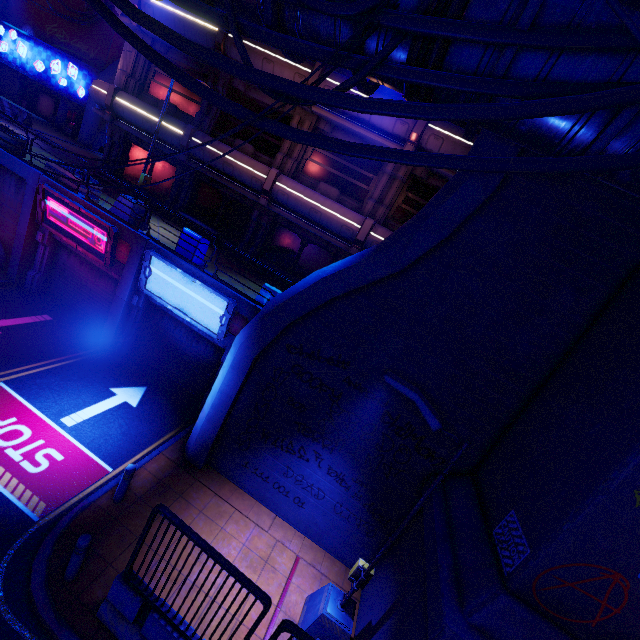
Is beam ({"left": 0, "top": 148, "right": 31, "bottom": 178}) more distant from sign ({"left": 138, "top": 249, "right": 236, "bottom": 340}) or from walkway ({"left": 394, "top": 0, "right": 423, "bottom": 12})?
sign ({"left": 138, "top": 249, "right": 236, "bottom": 340})

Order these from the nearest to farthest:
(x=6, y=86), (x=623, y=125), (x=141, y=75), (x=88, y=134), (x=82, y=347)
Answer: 1. (x=623, y=125)
2. (x=82, y=347)
3. (x=141, y=75)
4. (x=88, y=134)
5. (x=6, y=86)

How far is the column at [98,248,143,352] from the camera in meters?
11.5 m

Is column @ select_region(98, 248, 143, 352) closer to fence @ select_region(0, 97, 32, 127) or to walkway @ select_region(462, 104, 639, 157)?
walkway @ select_region(462, 104, 639, 157)

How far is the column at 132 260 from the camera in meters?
11.5 m

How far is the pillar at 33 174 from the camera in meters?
12.0 m

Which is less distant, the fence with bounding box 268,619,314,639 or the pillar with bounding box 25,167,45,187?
the fence with bounding box 268,619,314,639

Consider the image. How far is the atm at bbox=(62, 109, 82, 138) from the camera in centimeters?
2670cm
